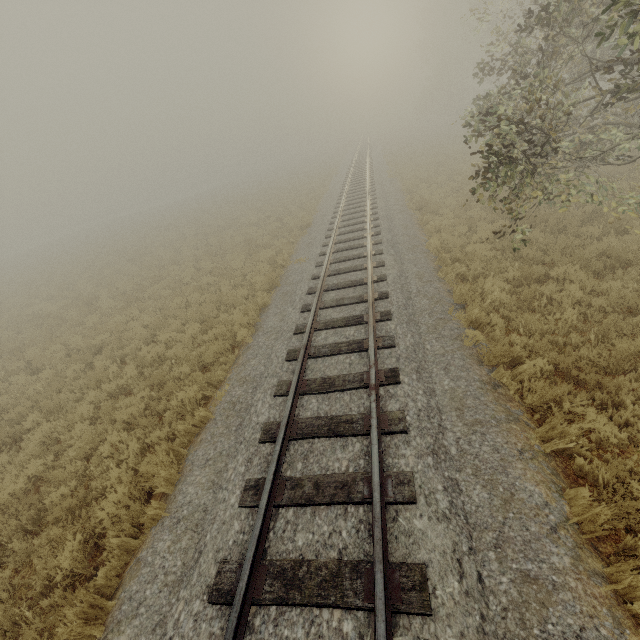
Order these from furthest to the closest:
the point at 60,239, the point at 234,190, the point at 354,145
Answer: the point at 354,145
the point at 60,239
the point at 234,190
